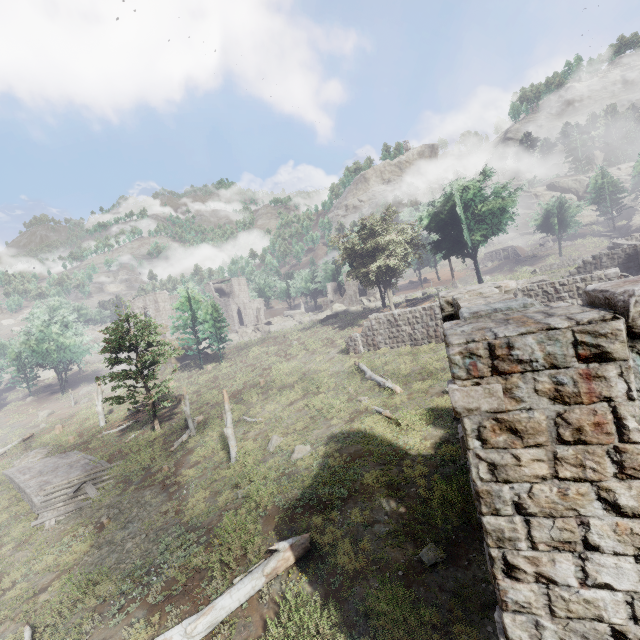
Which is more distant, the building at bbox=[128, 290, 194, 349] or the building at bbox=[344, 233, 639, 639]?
the building at bbox=[128, 290, 194, 349]

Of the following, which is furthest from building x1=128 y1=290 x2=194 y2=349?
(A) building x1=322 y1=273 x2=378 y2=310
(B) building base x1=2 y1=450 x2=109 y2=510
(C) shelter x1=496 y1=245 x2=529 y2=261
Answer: (C) shelter x1=496 y1=245 x2=529 y2=261

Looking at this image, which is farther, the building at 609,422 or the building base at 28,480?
the building base at 28,480

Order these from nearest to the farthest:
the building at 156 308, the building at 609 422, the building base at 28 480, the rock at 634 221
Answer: the building at 609 422 < the building base at 28 480 < the building at 156 308 < the rock at 634 221

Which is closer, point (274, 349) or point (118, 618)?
point (118, 618)

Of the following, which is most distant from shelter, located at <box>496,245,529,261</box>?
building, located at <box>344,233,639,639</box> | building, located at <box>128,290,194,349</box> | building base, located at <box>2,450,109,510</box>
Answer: building base, located at <box>2,450,109,510</box>

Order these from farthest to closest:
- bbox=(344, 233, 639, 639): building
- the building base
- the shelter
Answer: the shelter
the building base
bbox=(344, 233, 639, 639): building

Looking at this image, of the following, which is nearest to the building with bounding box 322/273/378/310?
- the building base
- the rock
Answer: the rock
